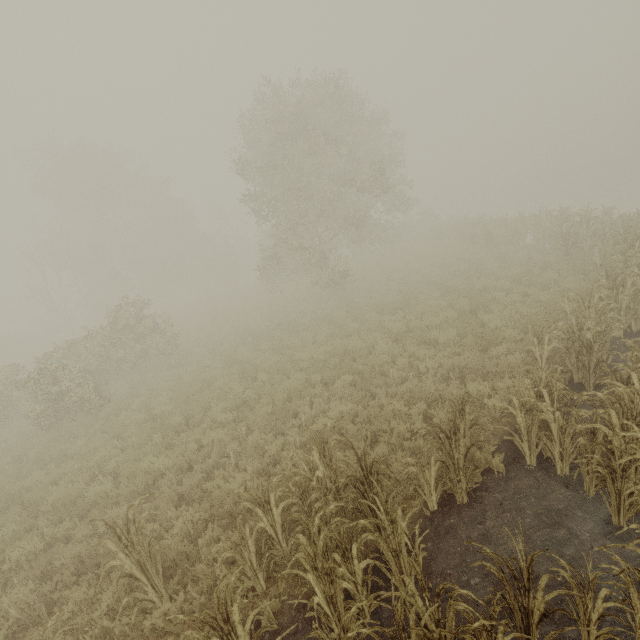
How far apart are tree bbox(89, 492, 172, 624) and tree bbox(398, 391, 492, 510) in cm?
280

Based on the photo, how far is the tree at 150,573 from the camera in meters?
4.2

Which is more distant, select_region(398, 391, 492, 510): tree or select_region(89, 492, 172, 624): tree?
select_region(398, 391, 492, 510): tree

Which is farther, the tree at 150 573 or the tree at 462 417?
the tree at 462 417

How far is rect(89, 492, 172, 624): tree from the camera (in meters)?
4.25

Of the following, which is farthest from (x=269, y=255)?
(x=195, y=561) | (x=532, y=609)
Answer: (x=532, y=609)

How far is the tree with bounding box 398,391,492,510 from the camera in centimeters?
479cm
